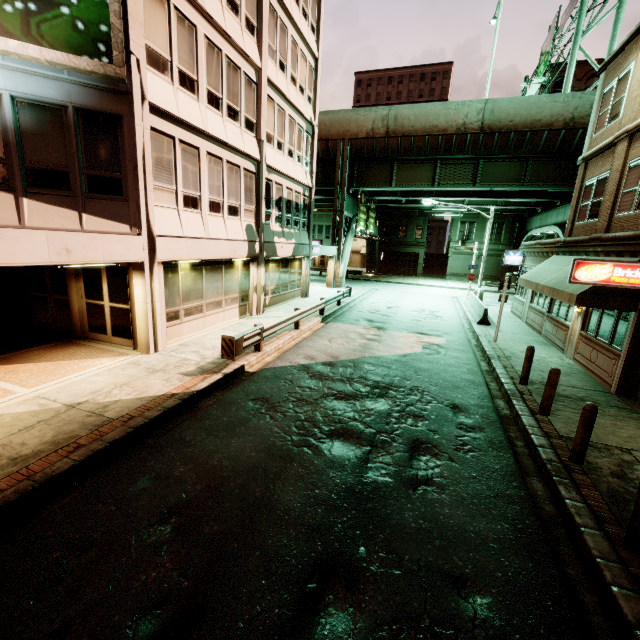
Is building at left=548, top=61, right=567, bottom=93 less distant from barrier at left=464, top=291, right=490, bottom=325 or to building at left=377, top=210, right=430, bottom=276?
Answer: building at left=377, top=210, right=430, bottom=276

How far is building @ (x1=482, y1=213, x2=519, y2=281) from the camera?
42.4m

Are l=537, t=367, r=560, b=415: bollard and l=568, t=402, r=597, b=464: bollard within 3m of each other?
yes

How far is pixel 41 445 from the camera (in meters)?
5.80

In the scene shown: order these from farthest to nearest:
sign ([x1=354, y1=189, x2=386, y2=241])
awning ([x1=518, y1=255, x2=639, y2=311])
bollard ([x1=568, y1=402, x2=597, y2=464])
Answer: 1. sign ([x1=354, y1=189, x2=386, y2=241])
2. awning ([x1=518, y1=255, x2=639, y2=311])
3. bollard ([x1=568, y1=402, x2=597, y2=464])

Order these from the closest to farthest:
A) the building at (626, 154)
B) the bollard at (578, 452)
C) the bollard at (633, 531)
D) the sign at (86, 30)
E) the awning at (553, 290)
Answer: the bollard at (633, 531) → the bollard at (578, 452) → the sign at (86, 30) → the awning at (553, 290) → the building at (626, 154)

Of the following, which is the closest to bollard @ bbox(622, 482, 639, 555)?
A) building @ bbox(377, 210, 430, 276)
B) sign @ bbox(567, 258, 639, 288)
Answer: sign @ bbox(567, 258, 639, 288)

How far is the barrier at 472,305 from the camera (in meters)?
17.80
